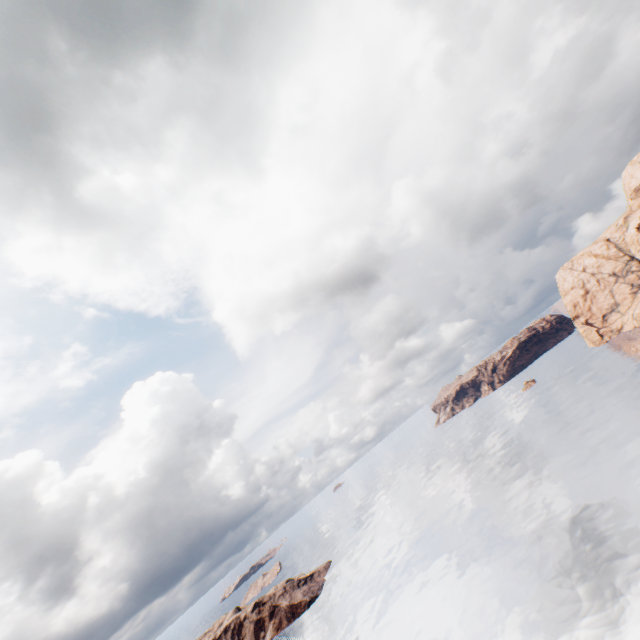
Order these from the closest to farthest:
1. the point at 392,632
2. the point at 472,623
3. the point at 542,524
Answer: the point at 472,623 < the point at 542,524 < the point at 392,632
